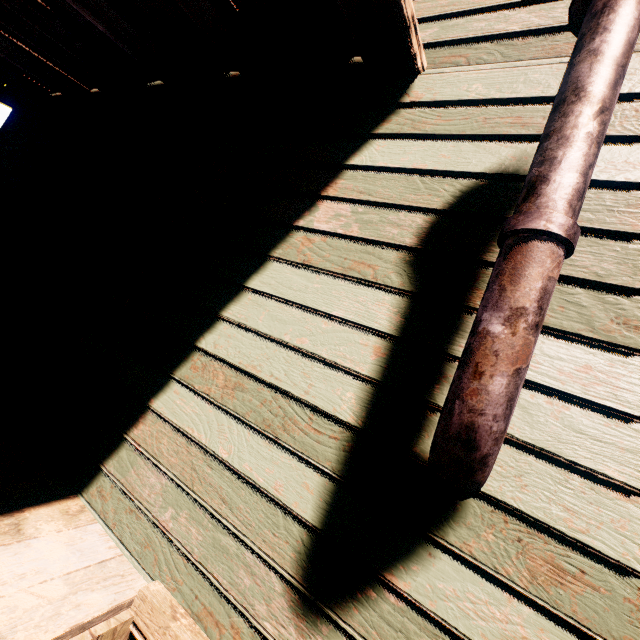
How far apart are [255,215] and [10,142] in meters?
4.9 m

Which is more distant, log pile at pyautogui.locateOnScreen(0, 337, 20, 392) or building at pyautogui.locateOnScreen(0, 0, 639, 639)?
log pile at pyautogui.locateOnScreen(0, 337, 20, 392)

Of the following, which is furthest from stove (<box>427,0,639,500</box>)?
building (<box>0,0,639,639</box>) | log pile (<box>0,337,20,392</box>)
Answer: log pile (<box>0,337,20,392</box>)

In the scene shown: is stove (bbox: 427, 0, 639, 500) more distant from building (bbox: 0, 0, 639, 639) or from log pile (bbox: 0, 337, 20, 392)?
log pile (bbox: 0, 337, 20, 392)

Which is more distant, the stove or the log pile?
the log pile

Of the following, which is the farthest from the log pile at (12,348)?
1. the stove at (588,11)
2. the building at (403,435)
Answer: the stove at (588,11)

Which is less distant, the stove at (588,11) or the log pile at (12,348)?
the stove at (588,11)
